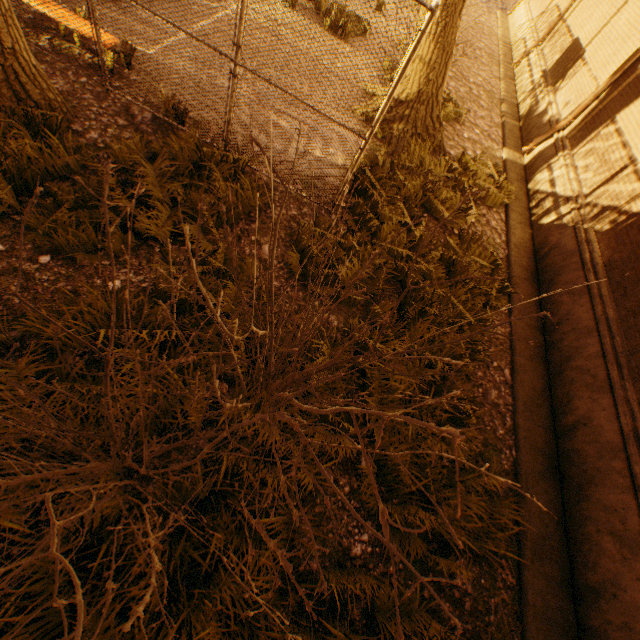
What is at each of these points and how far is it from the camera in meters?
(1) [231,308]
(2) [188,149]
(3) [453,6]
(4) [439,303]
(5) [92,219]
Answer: (1) instancedfoliageactor, 4.1
(2) instancedfoliageactor, 5.0
(3) tree, 6.2
(4) instancedfoliageactor, 5.6
(5) instancedfoliageactor, 4.0

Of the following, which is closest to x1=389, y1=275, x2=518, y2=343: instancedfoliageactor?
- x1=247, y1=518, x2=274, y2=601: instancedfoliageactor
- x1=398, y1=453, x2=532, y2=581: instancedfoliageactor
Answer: x1=398, y1=453, x2=532, y2=581: instancedfoliageactor

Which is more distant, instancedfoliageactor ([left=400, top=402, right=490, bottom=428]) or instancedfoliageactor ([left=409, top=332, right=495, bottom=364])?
instancedfoliageactor ([left=409, top=332, right=495, bottom=364])

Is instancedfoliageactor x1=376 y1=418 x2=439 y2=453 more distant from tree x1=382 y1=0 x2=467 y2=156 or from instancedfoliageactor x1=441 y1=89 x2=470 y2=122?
instancedfoliageactor x1=441 y1=89 x2=470 y2=122

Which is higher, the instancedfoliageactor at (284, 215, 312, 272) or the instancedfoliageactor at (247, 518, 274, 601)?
the instancedfoliageactor at (247, 518, 274, 601)

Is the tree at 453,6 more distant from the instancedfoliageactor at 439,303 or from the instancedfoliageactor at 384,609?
the instancedfoliageactor at 384,609

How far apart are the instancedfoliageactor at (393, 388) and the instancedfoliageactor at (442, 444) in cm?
15

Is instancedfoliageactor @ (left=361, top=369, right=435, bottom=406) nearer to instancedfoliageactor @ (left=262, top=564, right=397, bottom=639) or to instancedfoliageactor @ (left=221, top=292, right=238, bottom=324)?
instancedfoliageactor @ (left=262, top=564, right=397, bottom=639)
